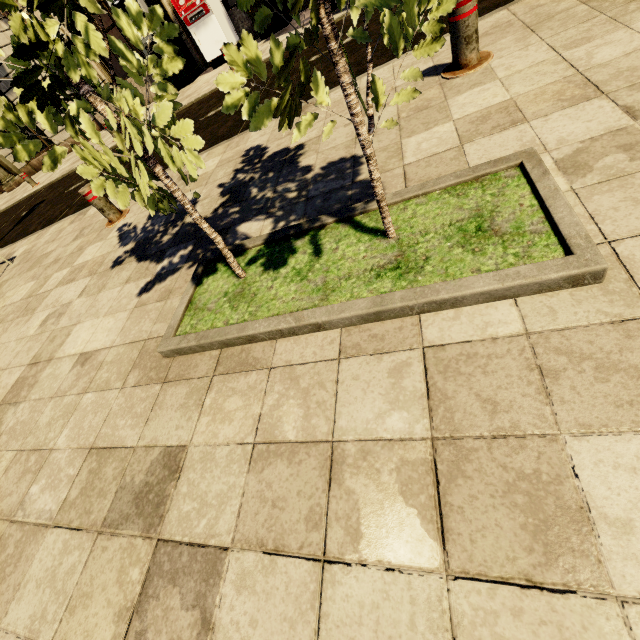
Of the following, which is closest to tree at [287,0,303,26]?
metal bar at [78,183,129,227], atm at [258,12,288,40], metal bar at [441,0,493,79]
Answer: metal bar at [441,0,493,79]

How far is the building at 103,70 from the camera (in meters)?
12.50

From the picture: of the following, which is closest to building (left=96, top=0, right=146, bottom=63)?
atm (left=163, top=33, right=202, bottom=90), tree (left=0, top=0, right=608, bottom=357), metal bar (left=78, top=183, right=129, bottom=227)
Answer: atm (left=163, top=33, right=202, bottom=90)

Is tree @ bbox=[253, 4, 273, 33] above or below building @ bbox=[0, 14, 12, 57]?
below

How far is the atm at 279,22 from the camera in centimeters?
985cm

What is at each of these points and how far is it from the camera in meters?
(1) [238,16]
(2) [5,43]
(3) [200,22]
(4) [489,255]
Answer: (1) building, 10.9 m
(2) building, 12.3 m
(3) atm, 10.1 m
(4) tree, 1.6 m

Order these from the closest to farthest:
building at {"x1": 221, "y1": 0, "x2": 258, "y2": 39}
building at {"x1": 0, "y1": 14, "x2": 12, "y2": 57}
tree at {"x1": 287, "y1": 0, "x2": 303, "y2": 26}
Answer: tree at {"x1": 287, "y1": 0, "x2": 303, "y2": 26}, building at {"x1": 221, "y1": 0, "x2": 258, "y2": 39}, building at {"x1": 0, "y1": 14, "x2": 12, "y2": 57}

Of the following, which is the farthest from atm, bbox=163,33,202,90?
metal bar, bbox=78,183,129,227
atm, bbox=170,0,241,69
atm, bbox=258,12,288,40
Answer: metal bar, bbox=78,183,129,227
